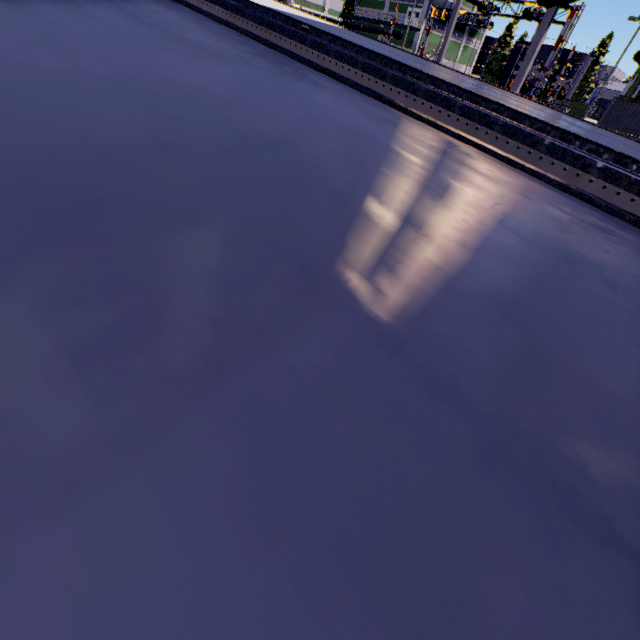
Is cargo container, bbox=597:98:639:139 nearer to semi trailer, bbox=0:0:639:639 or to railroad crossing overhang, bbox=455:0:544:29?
semi trailer, bbox=0:0:639:639

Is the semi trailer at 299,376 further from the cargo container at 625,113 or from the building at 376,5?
the cargo container at 625,113

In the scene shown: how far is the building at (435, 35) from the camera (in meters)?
57.44

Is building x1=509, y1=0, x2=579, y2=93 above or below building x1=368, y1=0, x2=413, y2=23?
below

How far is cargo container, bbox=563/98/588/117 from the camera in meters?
44.4

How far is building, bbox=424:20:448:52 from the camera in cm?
5744

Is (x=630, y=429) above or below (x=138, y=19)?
below

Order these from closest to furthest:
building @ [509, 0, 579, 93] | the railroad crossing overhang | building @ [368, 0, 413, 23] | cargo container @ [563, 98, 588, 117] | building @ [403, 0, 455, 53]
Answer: building @ [509, 0, 579, 93] < the railroad crossing overhang < cargo container @ [563, 98, 588, 117] < building @ [403, 0, 455, 53] < building @ [368, 0, 413, 23]
